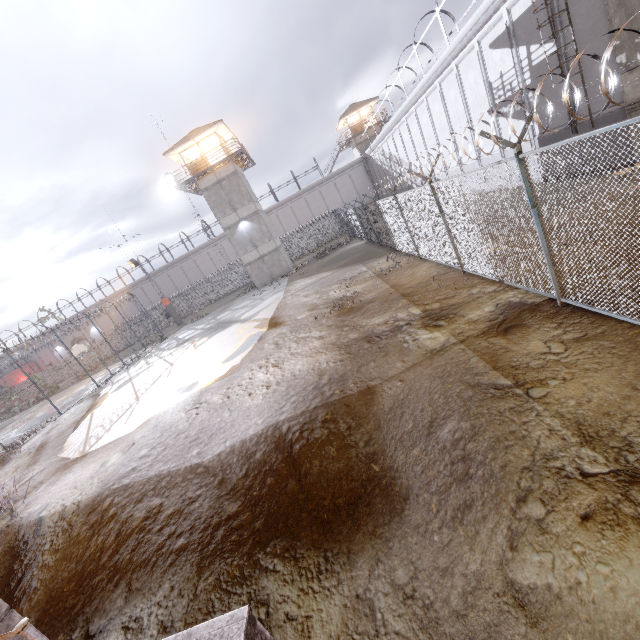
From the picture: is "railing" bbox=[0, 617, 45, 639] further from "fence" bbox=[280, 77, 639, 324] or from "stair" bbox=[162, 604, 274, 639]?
"fence" bbox=[280, 77, 639, 324]

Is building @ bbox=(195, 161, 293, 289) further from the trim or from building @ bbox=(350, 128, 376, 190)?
the trim

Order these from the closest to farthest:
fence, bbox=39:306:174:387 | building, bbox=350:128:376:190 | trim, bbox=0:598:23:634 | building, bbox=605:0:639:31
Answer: trim, bbox=0:598:23:634
building, bbox=605:0:639:31
fence, bbox=39:306:174:387
building, bbox=350:128:376:190

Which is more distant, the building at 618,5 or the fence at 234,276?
the fence at 234,276

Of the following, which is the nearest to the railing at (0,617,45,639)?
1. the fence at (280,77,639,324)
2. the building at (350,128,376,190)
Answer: the fence at (280,77,639,324)

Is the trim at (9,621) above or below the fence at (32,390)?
below

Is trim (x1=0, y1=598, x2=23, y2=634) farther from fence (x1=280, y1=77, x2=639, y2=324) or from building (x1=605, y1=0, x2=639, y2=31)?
building (x1=605, y1=0, x2=639, y2=31)

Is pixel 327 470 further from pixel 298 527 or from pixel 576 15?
pixel 576 15
